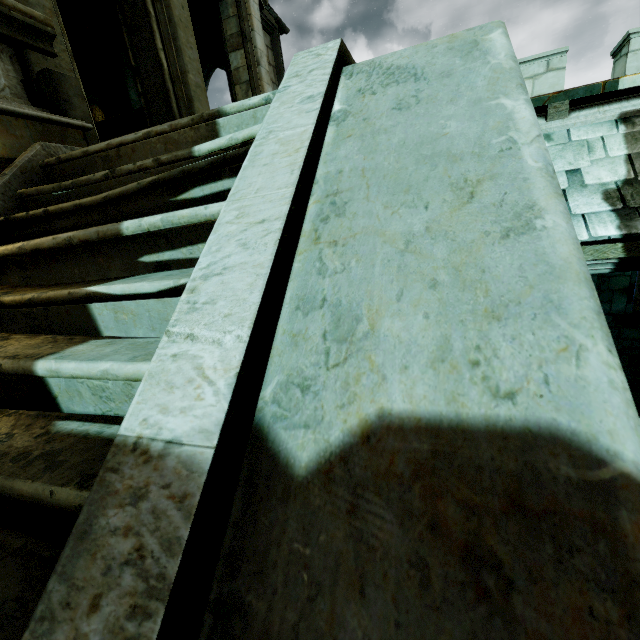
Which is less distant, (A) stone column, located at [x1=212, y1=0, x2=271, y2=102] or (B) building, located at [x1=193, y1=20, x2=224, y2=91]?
(A) stone column, located at [x1=212, y1=0, x2=271, y2=102]

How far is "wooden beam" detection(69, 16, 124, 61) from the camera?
7.48m

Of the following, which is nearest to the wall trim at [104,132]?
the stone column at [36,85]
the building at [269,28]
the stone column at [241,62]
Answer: the stone column at [36,85]

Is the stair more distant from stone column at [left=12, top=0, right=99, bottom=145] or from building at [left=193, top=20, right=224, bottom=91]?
building at [left=193, top=20, right=224, bottom=91]

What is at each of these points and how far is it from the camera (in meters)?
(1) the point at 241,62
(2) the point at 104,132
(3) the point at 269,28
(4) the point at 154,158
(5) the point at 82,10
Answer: (1) stone column, 7.52
(2) wall trim, 5.57
(3) building, 9.18
(4) stair, 2.07
(5) rafter, 7.45

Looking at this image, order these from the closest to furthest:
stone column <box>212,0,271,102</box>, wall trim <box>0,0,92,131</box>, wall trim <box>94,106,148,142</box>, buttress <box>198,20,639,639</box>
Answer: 1. buttress <box>198,20,639,639</box>
2. wall trim <box>0,0,92,131</box>
3. wall trim <box>94,106,148,142</box>
4. stone column <box>212,0,271,102</box>

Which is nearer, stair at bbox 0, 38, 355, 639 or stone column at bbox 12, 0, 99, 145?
stair at bbox 0, 38, 355, 639

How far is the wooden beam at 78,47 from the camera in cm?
748
